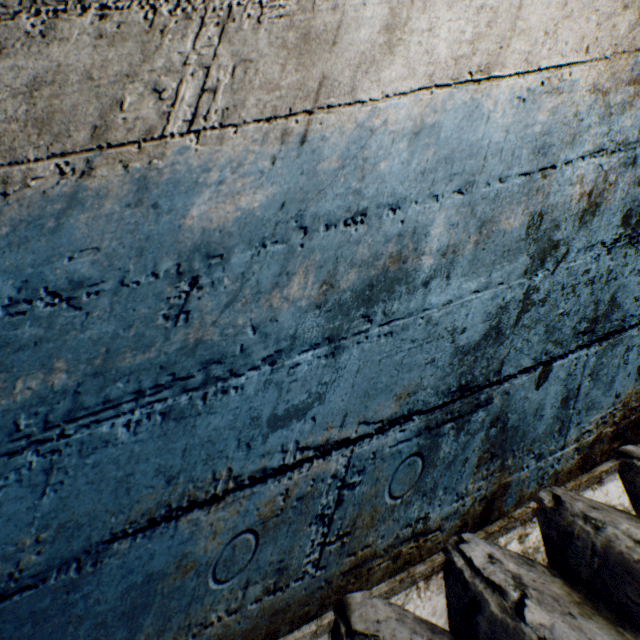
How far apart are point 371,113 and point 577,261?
0.7 meters
